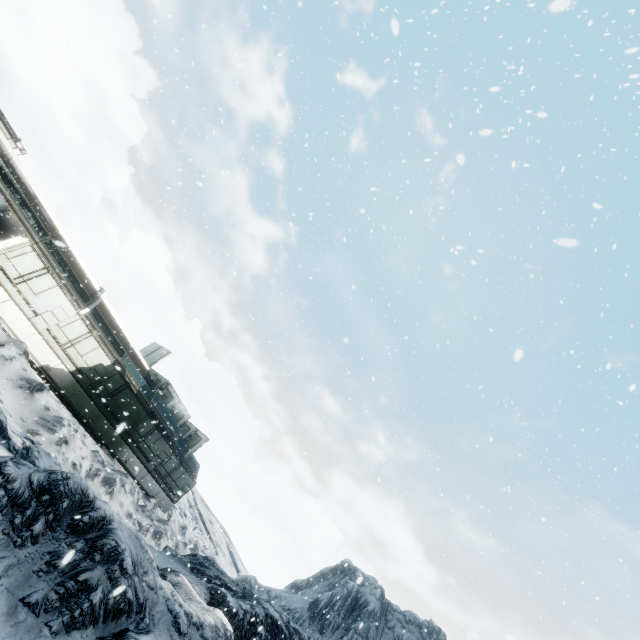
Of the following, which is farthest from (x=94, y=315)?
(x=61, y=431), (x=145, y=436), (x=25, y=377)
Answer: (x=61, y=431)
